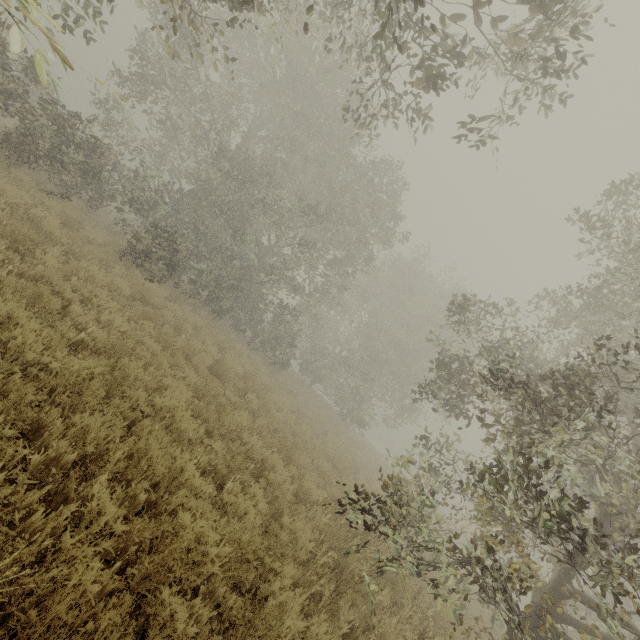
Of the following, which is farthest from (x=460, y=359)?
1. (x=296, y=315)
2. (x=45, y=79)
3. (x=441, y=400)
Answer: (x=45, y=79)
